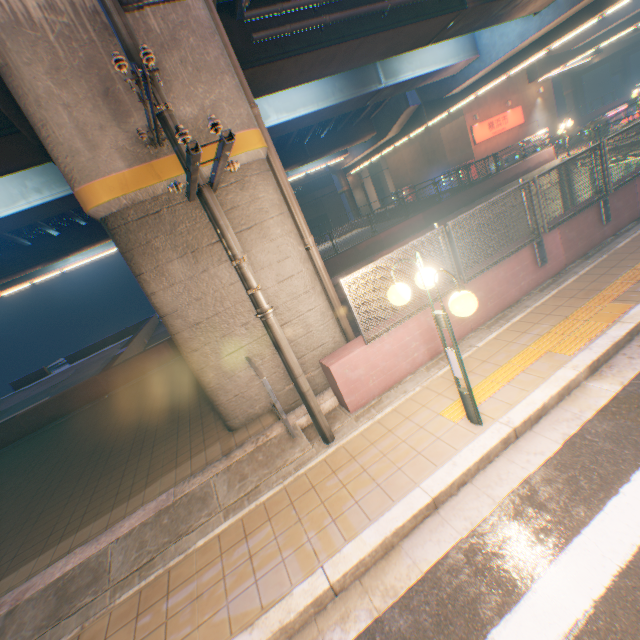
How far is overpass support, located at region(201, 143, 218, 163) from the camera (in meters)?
5.47

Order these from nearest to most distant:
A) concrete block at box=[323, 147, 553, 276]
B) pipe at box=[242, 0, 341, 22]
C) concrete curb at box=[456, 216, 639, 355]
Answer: concrete curb at box=[456, 216, 639, 355] < pipe at box=[242, 0, 341, 22] < concrete block at box=[323, 147, 553, 276]

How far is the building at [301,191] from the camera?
48.9m

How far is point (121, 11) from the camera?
3.5 meters

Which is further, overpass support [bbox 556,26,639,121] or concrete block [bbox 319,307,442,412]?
overpass support [bbox 556,26,639,121]

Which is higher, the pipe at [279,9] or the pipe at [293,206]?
the pipe at [279,9]

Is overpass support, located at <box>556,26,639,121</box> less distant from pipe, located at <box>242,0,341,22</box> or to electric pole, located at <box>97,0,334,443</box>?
pipe, located at <box>242,0,341,22</box>

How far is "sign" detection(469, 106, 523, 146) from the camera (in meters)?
28.96
